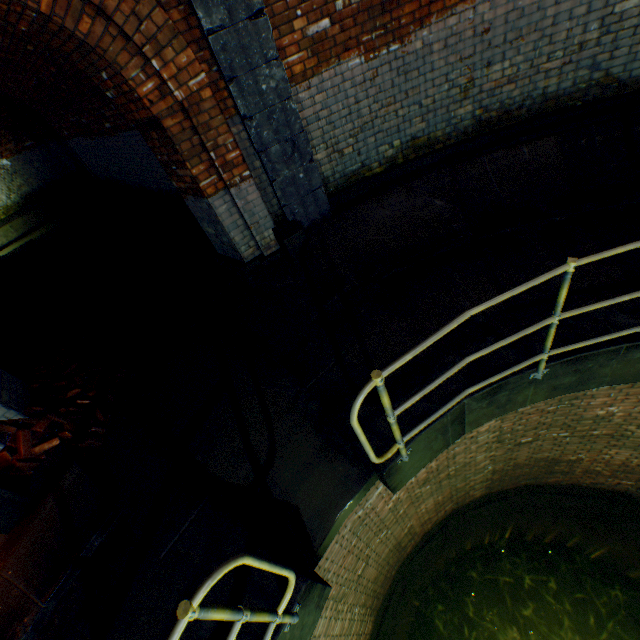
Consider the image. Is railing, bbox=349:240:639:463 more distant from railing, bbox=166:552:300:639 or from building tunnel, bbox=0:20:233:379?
building tunnel, bbox=0:20:233:379

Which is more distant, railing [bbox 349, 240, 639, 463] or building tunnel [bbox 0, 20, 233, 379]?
building tunnel [bbox 0, 20, 233, 379]

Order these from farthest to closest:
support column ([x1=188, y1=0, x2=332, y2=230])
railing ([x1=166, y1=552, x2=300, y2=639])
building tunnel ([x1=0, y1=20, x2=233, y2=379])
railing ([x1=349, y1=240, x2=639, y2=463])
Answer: building tunnel ([x1=0, y1=20, x2=233, y2=379]), support column ([x1=188, y1=0, x2=332, y2=230]), railing ([x1=349, y1=240, x2=639, y2=463]), railing ([x1=166, y1=552, x2=300, y2=639])

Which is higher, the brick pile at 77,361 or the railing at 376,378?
the railing at 376,378

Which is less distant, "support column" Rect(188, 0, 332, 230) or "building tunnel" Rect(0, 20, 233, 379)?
"support column" Rect(188, 0, 332, 230)

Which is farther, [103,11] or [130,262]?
[130,262]

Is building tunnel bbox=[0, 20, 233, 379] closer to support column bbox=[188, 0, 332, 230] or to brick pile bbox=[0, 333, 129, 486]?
brick pile bbox=[0, 333, 129, 486]

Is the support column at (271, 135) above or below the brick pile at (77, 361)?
above
